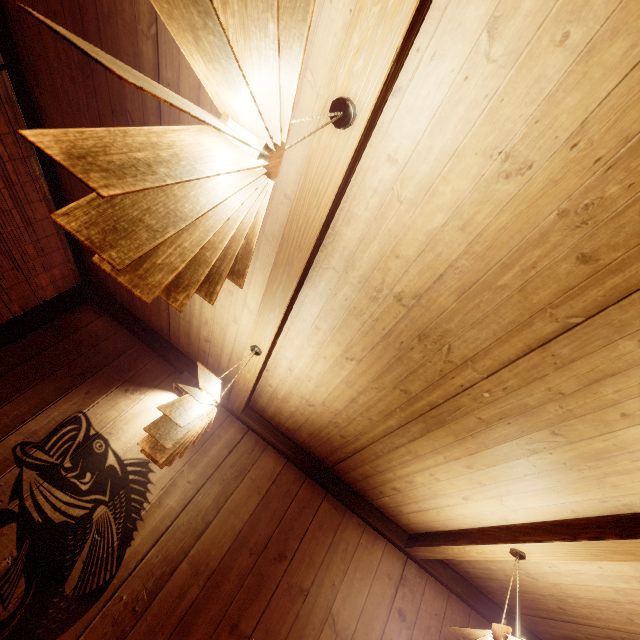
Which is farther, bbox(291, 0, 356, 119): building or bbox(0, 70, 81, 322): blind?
bbox(0, 70, 81, 322): blind

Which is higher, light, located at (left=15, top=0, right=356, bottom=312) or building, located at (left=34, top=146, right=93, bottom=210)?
building, located at (left=34, top=146, right=93, bottom=210)

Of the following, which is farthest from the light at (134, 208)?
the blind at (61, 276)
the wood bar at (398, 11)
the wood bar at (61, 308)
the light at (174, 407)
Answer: the wood bar at (61, 308)

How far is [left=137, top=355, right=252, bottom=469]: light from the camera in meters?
2.6

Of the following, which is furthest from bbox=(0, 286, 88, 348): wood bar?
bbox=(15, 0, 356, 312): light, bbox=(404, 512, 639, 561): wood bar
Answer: bbox=(404, 512, 639, 561): wood bar

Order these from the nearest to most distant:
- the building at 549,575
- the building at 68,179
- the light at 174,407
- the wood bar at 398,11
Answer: the wood bar at 398,11
the light at 174,407
the building at 549,575
the building at 68,179

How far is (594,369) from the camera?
2.1 meters

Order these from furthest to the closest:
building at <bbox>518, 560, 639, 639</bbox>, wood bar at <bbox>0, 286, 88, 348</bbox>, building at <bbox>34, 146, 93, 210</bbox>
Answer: wood bar at <bbox>0, 286, 88, 348</bbox>
building at <bbox>34, 146, 93, 210</bbox>
building at <bbox>518, 560, 639, 639</bbox>
